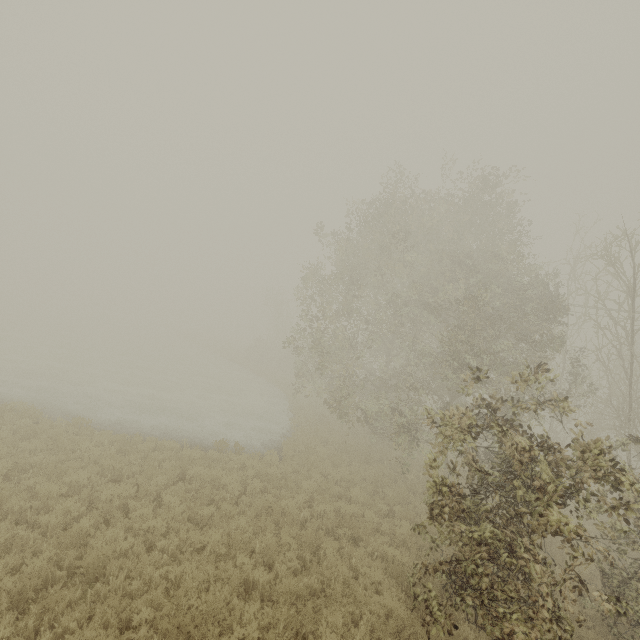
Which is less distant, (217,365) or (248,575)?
(248,575)
